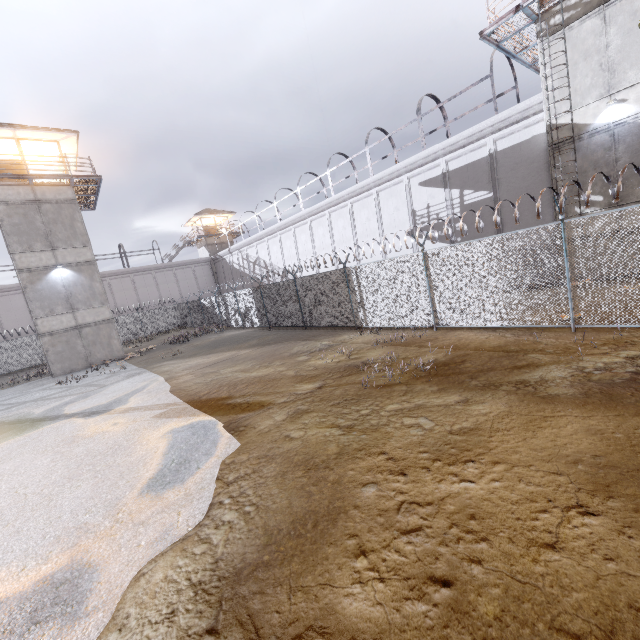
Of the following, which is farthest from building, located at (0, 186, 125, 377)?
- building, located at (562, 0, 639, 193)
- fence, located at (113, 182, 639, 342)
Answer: building, located at (562, 0, 639, 193)

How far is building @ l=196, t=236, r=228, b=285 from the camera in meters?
44.8 m

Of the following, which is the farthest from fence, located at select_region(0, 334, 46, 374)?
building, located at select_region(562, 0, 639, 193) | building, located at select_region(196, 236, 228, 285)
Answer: building, located at select_region(196, 236, 228, 285)

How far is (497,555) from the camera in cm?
284

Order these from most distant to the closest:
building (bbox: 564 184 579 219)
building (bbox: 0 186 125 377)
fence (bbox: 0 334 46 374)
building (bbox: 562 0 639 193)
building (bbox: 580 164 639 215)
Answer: fence (bbox: 0 334 46 374)
building (bbox: 0 186 125 377)
building (bbox: 564 184 579 219)
building (bbox: 580 164 639 215)
building (bbox: 562 0 639 193)

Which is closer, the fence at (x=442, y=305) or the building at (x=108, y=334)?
the fence at (x=442, y=305)

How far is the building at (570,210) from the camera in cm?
1325

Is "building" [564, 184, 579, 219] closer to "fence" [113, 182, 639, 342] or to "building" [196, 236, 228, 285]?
"fence" [113, 182, 639, 342]
